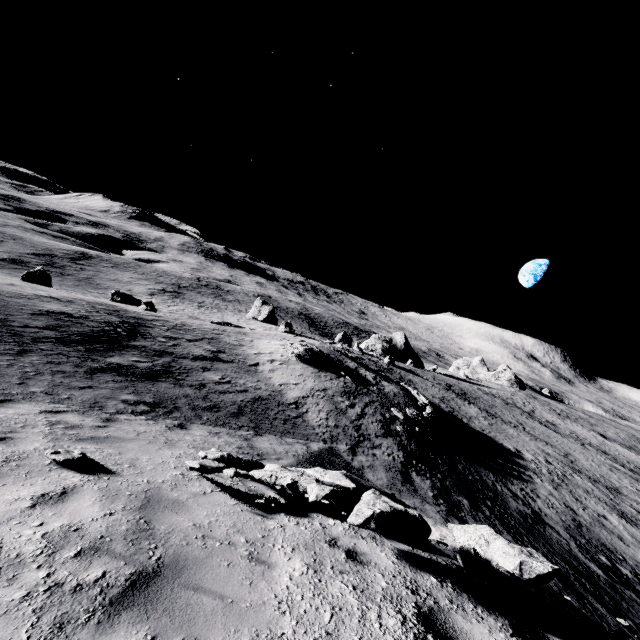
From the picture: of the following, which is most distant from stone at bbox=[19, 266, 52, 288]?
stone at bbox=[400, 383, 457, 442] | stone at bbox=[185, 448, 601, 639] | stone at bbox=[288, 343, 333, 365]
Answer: stone at bbox=[400, 383, 457, 442]

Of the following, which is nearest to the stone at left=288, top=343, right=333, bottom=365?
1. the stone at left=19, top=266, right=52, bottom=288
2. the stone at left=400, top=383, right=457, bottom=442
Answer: the stone at left=400, top=383, right=457, bottom=442

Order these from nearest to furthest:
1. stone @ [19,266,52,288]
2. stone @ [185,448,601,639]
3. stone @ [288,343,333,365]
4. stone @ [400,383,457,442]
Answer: stone @ [185,448,601,639]
stone @ [400,383,457,442]
stone @ [288,343,333,365]
stone @ [19,266,52,288]

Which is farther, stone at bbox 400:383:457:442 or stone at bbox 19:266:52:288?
stone at bbox 19:266:52:288

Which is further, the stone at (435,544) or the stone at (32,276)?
the stone at (32,276)

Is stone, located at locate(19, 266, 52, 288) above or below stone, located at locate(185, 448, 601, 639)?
below

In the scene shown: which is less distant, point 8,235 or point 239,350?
point 239,350

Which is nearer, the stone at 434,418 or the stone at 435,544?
the stone at 435,544
